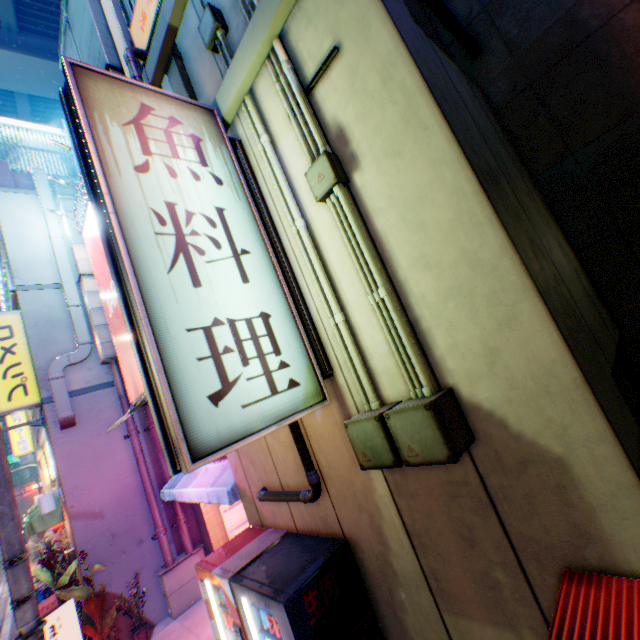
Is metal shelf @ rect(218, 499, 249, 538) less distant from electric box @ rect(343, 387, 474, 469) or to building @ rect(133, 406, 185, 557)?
building @ rect(133, 406, 185, 557)

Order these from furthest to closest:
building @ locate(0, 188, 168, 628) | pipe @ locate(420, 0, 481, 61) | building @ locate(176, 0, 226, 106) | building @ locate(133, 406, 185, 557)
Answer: building @ locate(133, 406, 185, 557) < building @ locate(0, 188, 168, 628) < building @ locate(176, 0, 226, 106) < pipe @ locate(420, 0, 481, 61)

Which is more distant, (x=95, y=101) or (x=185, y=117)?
(x=185, y=117)

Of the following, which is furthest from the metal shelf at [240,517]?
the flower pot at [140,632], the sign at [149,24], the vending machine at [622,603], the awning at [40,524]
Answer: the sign at [149,24]

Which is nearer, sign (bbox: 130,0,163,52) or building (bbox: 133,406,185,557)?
sign (bbox: 130,0,163,52)

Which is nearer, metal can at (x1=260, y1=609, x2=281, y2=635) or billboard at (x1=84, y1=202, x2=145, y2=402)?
metal can at (x1=260, y1=609, x2=281, y2=635)

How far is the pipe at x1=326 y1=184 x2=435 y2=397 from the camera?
2.50m

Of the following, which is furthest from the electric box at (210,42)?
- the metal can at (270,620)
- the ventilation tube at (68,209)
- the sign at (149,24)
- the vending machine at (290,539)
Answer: the ventilation tube at (68,209)
